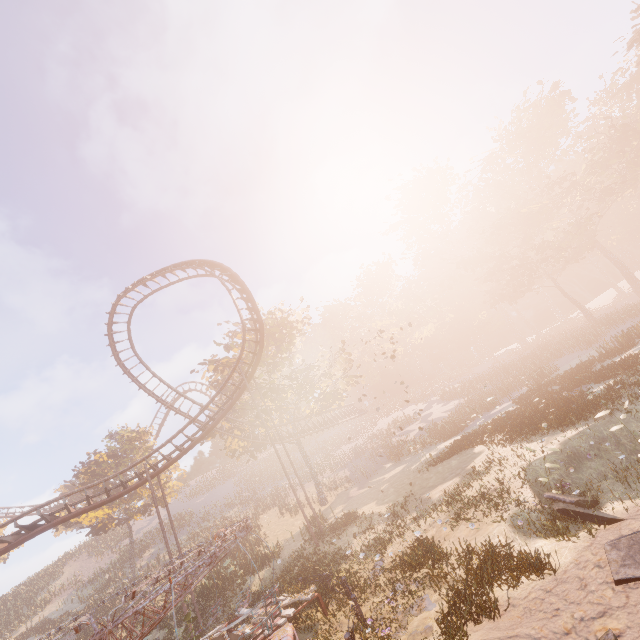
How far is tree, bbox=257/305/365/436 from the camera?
29.5 meters

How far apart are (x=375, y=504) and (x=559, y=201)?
60.3 meters

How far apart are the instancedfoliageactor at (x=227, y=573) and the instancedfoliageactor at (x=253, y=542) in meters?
2.9 m

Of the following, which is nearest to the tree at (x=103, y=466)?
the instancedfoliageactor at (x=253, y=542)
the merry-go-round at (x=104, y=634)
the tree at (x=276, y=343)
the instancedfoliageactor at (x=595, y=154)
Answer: the tree at (x=276, y=343)

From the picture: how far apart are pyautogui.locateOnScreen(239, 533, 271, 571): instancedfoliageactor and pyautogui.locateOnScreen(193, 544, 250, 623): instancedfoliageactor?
2.9 meters

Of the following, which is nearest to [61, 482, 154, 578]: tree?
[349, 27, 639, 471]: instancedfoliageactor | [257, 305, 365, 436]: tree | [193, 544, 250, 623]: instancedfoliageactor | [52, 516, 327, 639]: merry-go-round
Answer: [257, 305, 365, 436]: tree

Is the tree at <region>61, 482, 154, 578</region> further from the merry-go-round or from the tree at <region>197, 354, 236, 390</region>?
the merry-go-round

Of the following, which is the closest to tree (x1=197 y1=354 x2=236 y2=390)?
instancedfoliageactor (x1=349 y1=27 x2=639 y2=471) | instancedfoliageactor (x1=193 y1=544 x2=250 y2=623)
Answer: instancedfoliageactor (x1=193 y1=544 x2=250 y2=623)
